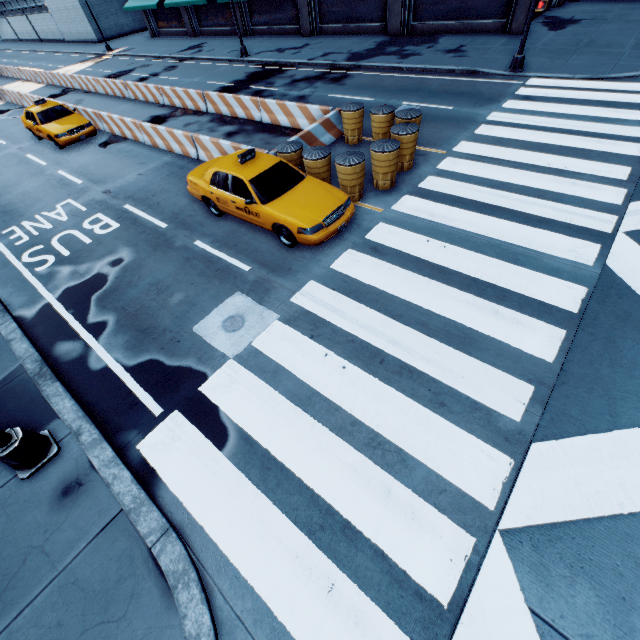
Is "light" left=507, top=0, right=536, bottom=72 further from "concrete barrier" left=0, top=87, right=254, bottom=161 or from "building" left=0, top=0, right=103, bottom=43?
"building" left=0, top=0, right=103, bottom=43

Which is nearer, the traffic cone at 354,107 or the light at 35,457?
the light at 35,457

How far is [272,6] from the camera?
26.62m

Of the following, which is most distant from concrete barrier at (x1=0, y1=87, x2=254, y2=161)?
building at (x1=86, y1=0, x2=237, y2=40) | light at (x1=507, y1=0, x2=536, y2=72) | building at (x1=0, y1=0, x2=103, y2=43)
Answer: building at (x1=86, y1=0, x2=237, y2=40)

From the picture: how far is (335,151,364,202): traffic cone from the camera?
8.4m

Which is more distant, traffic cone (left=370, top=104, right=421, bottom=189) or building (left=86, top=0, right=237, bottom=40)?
building (left=86, top=0, right=237, bottom=40)

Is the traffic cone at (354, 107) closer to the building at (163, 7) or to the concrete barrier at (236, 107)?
the concrete barrier at (236, 107)

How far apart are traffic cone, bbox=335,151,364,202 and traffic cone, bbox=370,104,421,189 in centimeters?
143cm
